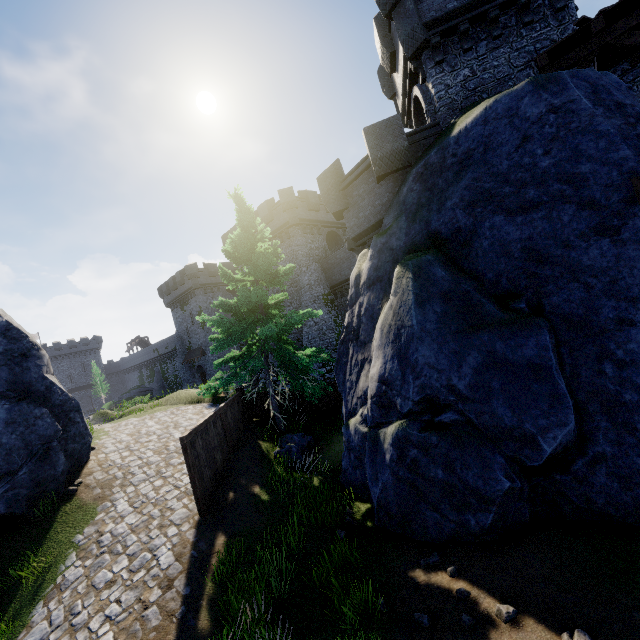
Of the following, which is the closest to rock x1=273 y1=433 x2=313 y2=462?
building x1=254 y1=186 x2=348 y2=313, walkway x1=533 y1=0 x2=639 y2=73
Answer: walkway x1=533 y1=0 x2=639 y2=73

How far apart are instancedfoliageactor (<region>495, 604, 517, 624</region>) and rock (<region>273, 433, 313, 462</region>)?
7.5 meters

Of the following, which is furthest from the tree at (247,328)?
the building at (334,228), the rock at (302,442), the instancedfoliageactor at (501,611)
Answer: the building at (334,228)

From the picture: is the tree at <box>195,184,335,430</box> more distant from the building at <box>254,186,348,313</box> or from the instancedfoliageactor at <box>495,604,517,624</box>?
the building at <box>254,186,348,313</box>

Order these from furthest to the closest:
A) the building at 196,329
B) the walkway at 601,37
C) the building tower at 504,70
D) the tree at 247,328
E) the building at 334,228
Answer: the building at 196,329
the building at 334,228
the tree at 247,328
the building tower at 504,70
the walkway at 601,37

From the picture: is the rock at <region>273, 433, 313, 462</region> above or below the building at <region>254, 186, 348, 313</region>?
below

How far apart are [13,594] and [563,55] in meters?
20.2

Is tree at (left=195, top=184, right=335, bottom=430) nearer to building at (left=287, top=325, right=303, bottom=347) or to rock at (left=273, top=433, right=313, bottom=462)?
rock at (left=273, top=433, right=313, bottom=462)
